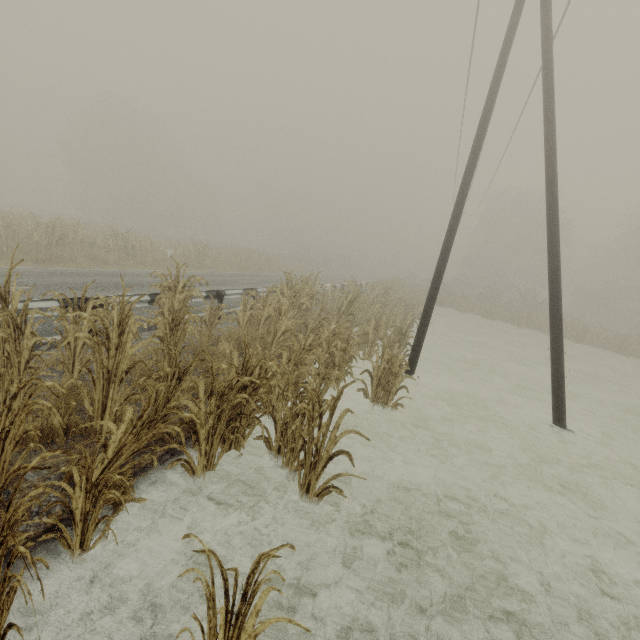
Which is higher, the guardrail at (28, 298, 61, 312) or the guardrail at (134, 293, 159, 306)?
the guardrail at (28, 298, 61, 312)

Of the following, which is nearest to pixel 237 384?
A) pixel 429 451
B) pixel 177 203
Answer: pixel 429 451

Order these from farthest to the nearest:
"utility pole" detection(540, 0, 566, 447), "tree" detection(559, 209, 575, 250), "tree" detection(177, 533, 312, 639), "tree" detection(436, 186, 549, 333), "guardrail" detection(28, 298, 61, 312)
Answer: "tree" detection(559, 209, 575, 250)
"tree" detection(436, 186, 549, 333)
"utility pole" detection(540, 0, 566, 447)
"guardrail" detection(28, 298, 61, 312)
"tree" detection(177, 533, 312, 639)

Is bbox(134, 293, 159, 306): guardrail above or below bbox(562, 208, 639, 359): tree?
below

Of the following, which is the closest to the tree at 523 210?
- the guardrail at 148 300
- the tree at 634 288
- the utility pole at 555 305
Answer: the utility pole at 555 305

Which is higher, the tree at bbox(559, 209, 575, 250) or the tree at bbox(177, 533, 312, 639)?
the tree at bbox(559, 209, 575, 250)

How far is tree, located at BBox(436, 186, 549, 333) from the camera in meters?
31.0
